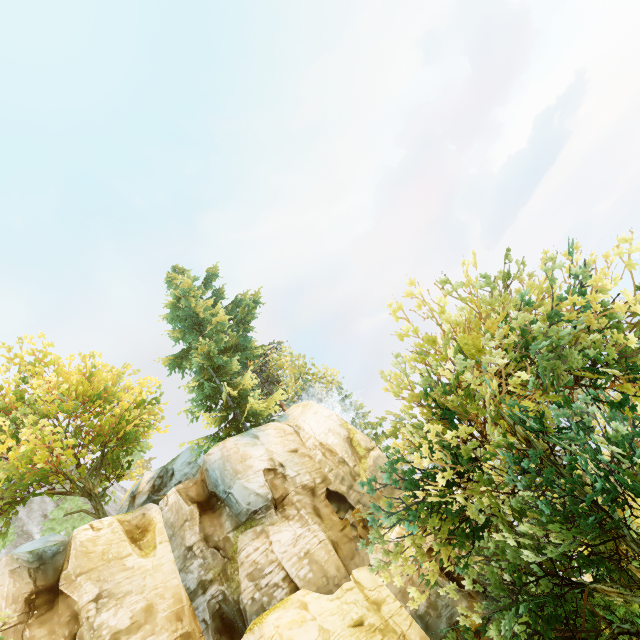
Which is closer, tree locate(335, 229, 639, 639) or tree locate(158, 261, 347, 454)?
tree locate(335, 229, 639, 639)

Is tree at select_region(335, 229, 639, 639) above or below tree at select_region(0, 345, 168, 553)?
below

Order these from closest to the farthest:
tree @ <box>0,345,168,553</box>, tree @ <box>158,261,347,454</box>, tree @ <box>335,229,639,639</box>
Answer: tree @ <box>335,229,639,639</box>, tree @ <box>0,345,168,553</box>, tree @ <box>158,261,347,454</box>

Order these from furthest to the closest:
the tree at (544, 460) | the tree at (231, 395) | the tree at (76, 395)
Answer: the tree at (231, 395)
the tree at (76, 395)
the tree at (544, 460)

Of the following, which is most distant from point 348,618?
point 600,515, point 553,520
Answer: point 600,515

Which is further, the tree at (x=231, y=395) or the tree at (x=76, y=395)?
the tree at (x=231, y=395)

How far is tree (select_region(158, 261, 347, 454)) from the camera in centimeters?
2238cm
